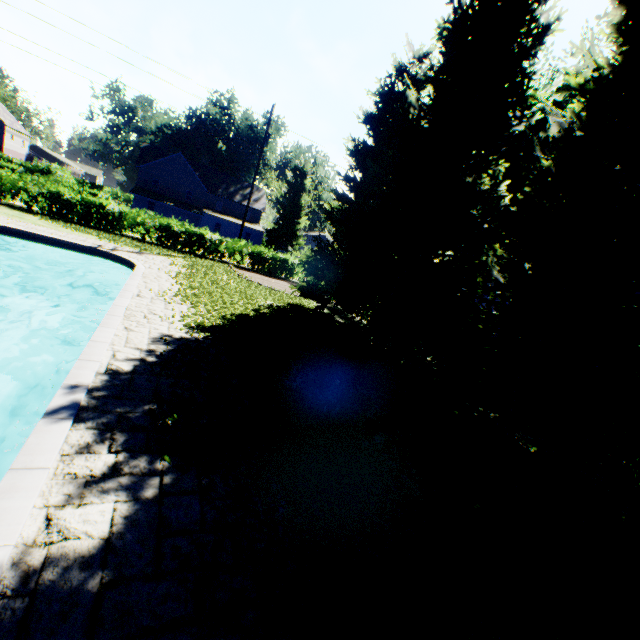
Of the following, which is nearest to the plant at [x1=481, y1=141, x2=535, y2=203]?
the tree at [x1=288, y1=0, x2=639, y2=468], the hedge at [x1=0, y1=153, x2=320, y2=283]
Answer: the tree at [x1=288, y1=0, x2=639, y2=468]

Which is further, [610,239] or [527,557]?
[610,239]

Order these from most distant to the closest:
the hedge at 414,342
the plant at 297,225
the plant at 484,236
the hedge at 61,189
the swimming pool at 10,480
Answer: the plant at 297,225
the plant at 484,236
the hedge at 61,189
the hedge at 414,342
the swimming pool at 10,480

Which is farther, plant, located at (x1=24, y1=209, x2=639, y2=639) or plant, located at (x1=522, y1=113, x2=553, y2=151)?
plant, located at (x1=522, y1=113, x2=553, y2=151)

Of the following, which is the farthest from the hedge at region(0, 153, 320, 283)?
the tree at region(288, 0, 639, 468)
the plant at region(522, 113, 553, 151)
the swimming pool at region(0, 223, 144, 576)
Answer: the swimming pool at region(0, 223, 144, 576)

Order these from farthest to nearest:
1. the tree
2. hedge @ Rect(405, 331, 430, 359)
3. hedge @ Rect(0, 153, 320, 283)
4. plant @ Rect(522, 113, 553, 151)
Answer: plant @ Rect(522, 113, 553, 151) → hedge @ Rect(0, 153, 320, 283) → hedge @ Rect(405, 331, 430, 359) → the tree

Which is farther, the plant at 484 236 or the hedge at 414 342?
the plant at 484 236
